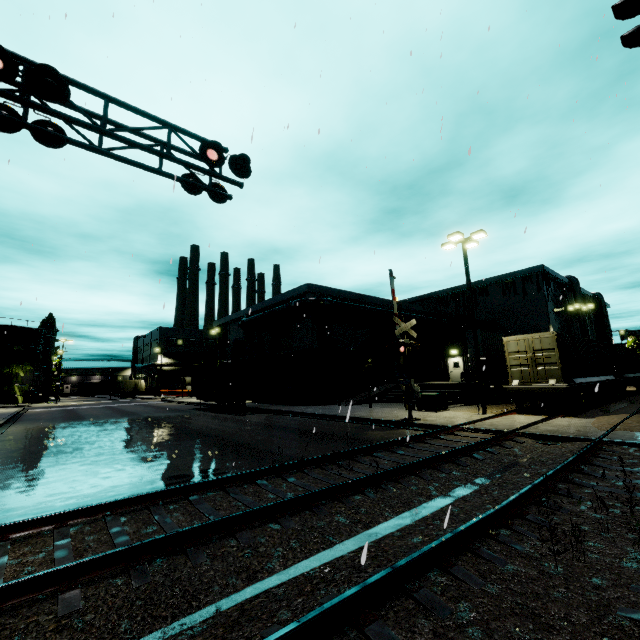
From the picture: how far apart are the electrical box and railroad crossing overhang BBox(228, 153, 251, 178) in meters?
15.6 m

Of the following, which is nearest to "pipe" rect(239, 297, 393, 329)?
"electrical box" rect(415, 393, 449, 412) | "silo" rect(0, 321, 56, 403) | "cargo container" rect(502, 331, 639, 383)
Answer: "cargo container" rect(502, 331, 639, 383)

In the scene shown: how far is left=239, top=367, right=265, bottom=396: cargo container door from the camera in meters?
23.6

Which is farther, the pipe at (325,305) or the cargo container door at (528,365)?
the pipe at (325,305)

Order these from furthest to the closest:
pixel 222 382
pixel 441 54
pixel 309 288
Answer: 1. pixel 309 288
2. pixel 222 382
3. pixel 441 54

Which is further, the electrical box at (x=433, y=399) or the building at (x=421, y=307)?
the building at (x=421, y=307)

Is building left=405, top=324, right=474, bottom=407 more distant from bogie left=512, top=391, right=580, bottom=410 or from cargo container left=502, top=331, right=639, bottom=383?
bogie left=512, top=391, right=580, bottom=410

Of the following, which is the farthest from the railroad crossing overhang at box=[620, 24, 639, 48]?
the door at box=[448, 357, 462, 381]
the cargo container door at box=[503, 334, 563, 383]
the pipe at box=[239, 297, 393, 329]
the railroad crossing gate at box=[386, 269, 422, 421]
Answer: the door at box=[448, 357, 462, 381]
